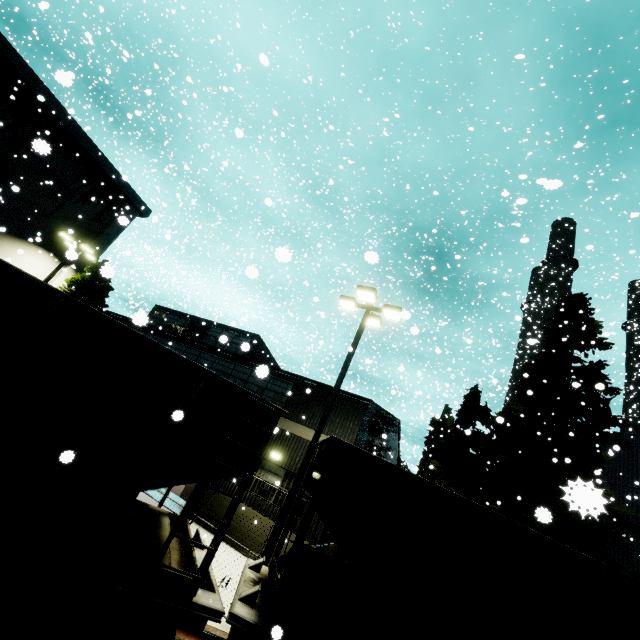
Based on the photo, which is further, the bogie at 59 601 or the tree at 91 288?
the tree at 91 288

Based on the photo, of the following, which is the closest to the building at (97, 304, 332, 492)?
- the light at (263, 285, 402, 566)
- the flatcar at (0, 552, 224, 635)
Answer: the flatcar at (0, 552, 224, 635)

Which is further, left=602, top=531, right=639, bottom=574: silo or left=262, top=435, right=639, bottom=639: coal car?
left=602, top=531, right=639, bottom=574: silo

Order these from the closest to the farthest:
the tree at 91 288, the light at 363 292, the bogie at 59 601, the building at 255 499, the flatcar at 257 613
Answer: the bogie at 59 601 → the flatcar at 257 613 → the light at 363 292 → the building at 255 499 → the tree at 91 288

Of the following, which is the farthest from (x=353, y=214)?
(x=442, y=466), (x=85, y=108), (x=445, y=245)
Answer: (x=442, y=466)

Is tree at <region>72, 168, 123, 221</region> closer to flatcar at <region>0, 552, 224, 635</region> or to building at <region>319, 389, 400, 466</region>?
building at <region>319, 389, 400, 466</region>

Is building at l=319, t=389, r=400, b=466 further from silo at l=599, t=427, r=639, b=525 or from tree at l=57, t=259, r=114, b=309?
silo at l=599, t=427, r=639, b=525

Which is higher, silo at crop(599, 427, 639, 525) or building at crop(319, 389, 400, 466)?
silo at crop(599, 427, 639, 525)
